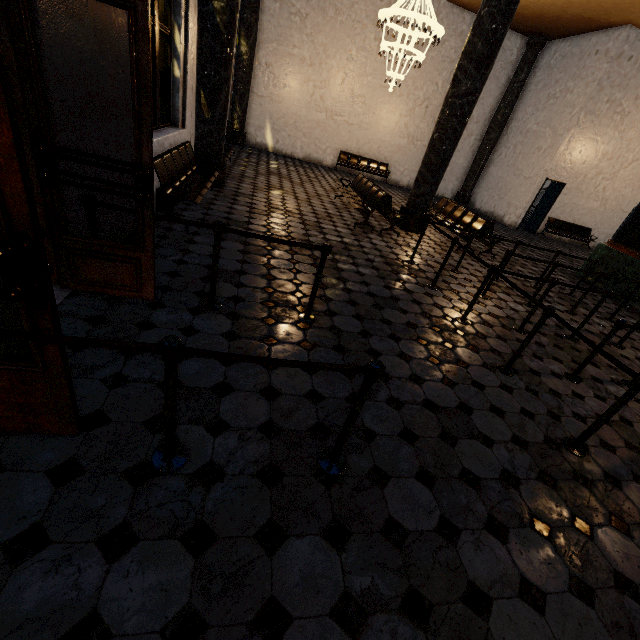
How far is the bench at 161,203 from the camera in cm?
496

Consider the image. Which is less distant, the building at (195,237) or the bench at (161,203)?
the building at (195,237)

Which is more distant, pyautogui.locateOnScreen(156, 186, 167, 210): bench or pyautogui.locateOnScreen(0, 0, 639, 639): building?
pyautogui.locateOnScreen(156, 186, 167, 210): bench

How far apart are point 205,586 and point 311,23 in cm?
1657

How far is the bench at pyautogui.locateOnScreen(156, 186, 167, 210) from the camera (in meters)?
4.96
